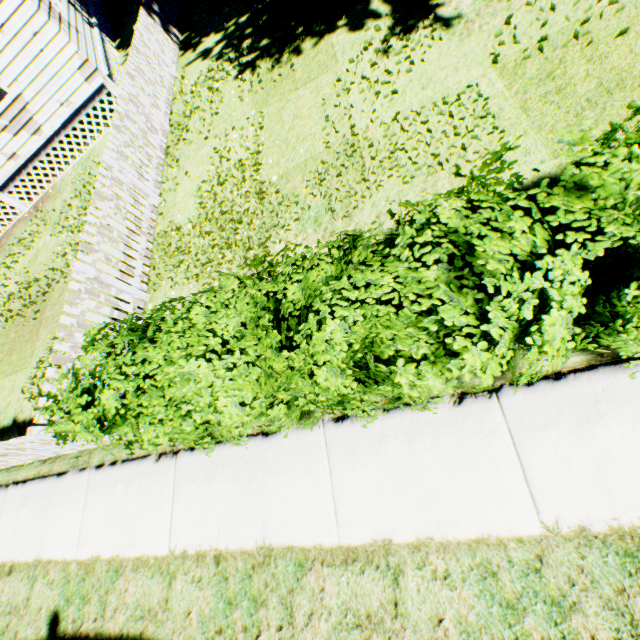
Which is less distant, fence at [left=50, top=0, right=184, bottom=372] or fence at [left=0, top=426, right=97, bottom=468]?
fence at [left=0, top=426, right=97, bottom=468]

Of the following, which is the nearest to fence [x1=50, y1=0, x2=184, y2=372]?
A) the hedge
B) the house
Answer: the hedge

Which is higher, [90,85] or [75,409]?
[75,409]

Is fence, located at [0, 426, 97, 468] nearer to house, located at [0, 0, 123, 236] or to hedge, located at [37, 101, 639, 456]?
hedge, located at [37, 101, 639, 456]

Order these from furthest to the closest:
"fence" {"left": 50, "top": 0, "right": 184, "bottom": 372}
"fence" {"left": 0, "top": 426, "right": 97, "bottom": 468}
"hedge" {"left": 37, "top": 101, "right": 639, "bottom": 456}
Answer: "fence" {"left": 50, "top": 0, "right": 184, "bottom": 372} < "fence" {"left": 0, "top": 426, "right": 97, "bottom": 468} < "hedge" {"left": 37, "top": 101, "right": 639, "bottom": 456}

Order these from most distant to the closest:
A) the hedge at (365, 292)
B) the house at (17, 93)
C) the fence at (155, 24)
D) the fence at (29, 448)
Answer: the house at (17, 93) → the fence at (155, 24) → the fence at (29, 448) → the hedge at (365, 292)

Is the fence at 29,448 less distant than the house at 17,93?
Yes

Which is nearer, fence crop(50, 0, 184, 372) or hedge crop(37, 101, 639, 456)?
hedge crop(37, 101, 639, 456)
